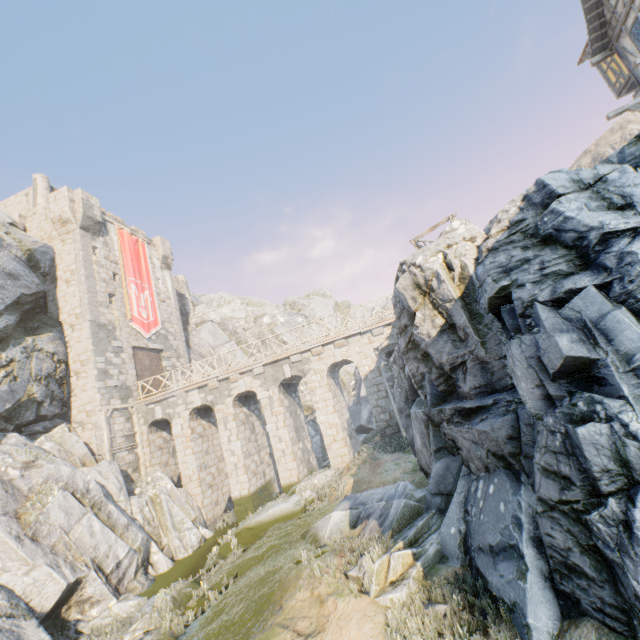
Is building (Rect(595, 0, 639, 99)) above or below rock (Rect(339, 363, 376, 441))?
above

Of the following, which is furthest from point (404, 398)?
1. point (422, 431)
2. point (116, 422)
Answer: point (116, 422)

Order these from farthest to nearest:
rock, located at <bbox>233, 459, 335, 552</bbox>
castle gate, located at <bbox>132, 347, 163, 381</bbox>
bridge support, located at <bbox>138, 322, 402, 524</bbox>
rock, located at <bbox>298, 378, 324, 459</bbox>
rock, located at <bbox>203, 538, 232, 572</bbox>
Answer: rock, located at <bbox>298, 378, 324, 459</bbox> < castle gate, located at <bbox>132, 347, 163, 381</bbox> < bridge support, located at <bbox>138, 322, 402, 524</bbox> < rock, located at <bbox>233, 459, 335, 552</bbox> < rock, located at <bbox>203, 538, 232, 572</bbox>

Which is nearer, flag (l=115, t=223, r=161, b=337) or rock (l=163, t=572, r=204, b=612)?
rock (l=163, t=572, r=204, b=612)

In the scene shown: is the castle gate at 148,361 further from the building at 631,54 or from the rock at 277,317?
the building at 631,54

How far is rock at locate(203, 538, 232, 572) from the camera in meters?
11.3 m

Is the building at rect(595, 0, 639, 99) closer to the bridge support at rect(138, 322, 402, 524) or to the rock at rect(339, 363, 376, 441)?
the rock at rect(339, 363, 376, 441)

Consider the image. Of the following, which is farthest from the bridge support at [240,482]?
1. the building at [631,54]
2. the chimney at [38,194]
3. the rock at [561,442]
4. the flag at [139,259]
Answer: the chimney at [38,194]
